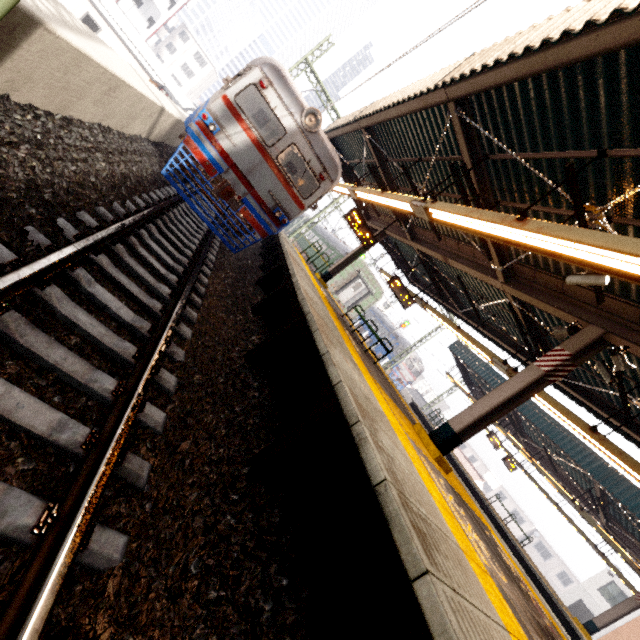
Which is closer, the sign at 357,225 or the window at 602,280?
the window at 602,280

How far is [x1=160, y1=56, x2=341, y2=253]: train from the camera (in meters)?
7.41

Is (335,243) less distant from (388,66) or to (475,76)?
(388,66)

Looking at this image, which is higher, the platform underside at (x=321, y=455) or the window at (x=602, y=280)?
the window at (x=602, y=280)

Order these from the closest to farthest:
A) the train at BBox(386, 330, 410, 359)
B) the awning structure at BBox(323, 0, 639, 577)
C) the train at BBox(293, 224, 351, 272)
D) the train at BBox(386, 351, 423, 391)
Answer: the awning structure at BBox(323, 0, 639, 577)
the train at BBox(293, 224, 351, 272)
the train at BBox(386, 351, 423, 391)
the train at BBox(386, 330, 410, 359)

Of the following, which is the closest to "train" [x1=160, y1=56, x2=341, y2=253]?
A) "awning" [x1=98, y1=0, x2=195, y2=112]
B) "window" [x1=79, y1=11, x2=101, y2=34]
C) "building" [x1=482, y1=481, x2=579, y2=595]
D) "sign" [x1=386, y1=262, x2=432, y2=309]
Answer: "sign" [x1=386, y1=262, x2=432, y2=309]

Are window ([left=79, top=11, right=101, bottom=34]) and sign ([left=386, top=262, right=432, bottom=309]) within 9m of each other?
no

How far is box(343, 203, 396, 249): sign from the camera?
11.2 meters
